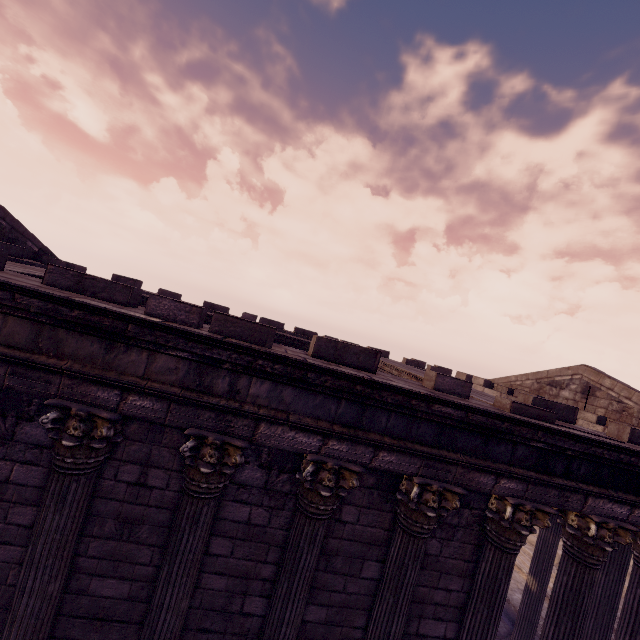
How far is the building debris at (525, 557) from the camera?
15.32m

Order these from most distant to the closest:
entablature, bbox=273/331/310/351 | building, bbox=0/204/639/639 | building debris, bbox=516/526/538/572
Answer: building debris, bbox=516/526/538/572 < entablature, bbox=273/331/310/351 < building, bbox=0/204/639/639

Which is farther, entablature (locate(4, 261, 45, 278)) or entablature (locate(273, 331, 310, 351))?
entablature (locate(273, 331, 310, 351))

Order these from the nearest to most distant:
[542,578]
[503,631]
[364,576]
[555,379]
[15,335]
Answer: [15,335] → [364,576] → [542,578] → [503,631] → [555,379]

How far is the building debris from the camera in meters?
15.3

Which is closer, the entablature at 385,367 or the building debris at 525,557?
the entablature at 385,367

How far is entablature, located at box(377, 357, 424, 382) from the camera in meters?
6.8

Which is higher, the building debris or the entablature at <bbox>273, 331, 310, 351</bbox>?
the entablature at <bbox>273, 331, 310, 351</bbox>
